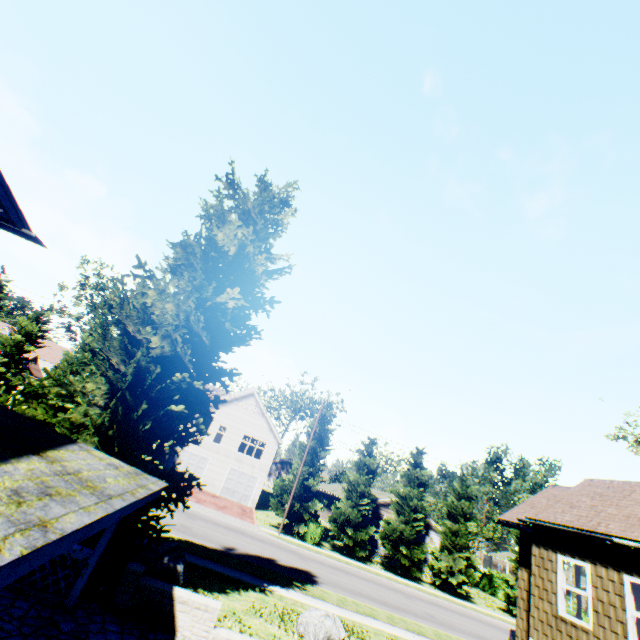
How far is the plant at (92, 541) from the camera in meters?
8.2 m

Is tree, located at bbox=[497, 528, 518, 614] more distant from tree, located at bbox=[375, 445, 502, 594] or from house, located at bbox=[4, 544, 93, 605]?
house, located at bbox=[4, 544, 93, 605]

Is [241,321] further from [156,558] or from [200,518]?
[200,518]

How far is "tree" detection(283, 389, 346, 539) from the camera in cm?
2859

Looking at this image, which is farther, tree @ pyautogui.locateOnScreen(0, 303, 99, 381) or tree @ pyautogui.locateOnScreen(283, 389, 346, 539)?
tree @ pyautogui.locateOnScreen(283, 389, 346, 539)

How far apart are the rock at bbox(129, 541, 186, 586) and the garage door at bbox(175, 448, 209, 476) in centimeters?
2309cm

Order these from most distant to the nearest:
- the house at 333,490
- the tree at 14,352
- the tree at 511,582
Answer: the house at 333,490, the tree at 511,582, the tree at 14,352

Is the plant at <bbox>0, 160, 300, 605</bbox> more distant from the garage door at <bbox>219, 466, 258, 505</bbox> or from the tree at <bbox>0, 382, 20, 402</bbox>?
the garage door at <bbox>219, 466, 258, 505</bbox>
